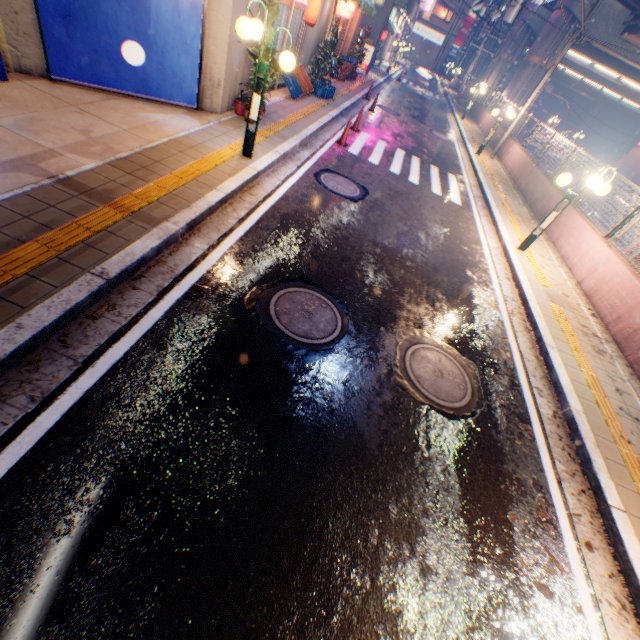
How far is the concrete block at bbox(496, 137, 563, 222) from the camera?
11.27m

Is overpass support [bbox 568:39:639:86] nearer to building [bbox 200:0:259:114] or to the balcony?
the balcony

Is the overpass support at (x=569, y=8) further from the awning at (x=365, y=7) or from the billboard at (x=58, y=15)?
the awning at (x=365, y=7)

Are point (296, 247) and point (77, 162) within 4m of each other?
yes

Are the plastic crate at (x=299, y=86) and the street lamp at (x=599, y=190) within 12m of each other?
yes

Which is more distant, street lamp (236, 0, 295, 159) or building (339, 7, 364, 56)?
building (339, 7, 364, 56)

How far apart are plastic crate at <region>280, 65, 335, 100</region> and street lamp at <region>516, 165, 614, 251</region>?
8.54m

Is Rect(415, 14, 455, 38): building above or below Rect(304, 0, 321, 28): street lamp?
above
